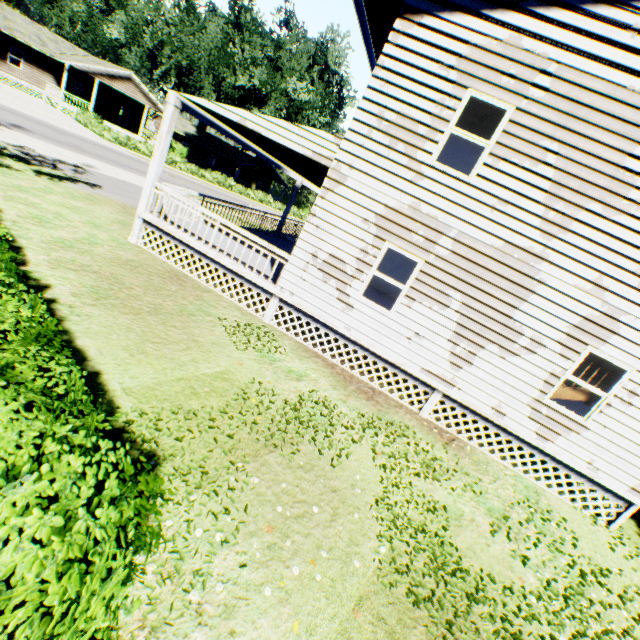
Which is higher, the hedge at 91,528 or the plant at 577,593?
the hedge at 91,528

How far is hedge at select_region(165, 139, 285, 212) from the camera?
34.2 meters

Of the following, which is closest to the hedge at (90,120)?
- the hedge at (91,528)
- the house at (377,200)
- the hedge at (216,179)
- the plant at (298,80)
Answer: the hedge at (216,179)

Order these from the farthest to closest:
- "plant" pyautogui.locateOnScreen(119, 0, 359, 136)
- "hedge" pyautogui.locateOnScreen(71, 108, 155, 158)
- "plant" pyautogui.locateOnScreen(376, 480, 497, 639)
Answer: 1. "plant" pyautogui.locateOnScreen(119, 0, 359, 136)
2. "hedge" pyautogui.locateOnScreen(71, 108, 155, 158)
3. "plant" pyautogui.locateOnScreen(376, 480, 497, 639)

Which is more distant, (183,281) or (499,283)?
(183,281)

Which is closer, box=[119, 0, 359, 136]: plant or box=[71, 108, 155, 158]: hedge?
box=[71, 108, 155, 158]: hedge

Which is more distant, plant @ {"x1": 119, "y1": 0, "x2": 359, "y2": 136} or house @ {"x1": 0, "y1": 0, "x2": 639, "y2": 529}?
plant @ {"x1": 119, "y1": 0, "x2": 359, "y2": 136}

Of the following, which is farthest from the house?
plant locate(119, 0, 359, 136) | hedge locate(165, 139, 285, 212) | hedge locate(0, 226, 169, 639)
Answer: hedge locate(165, 139, 285, 212)
